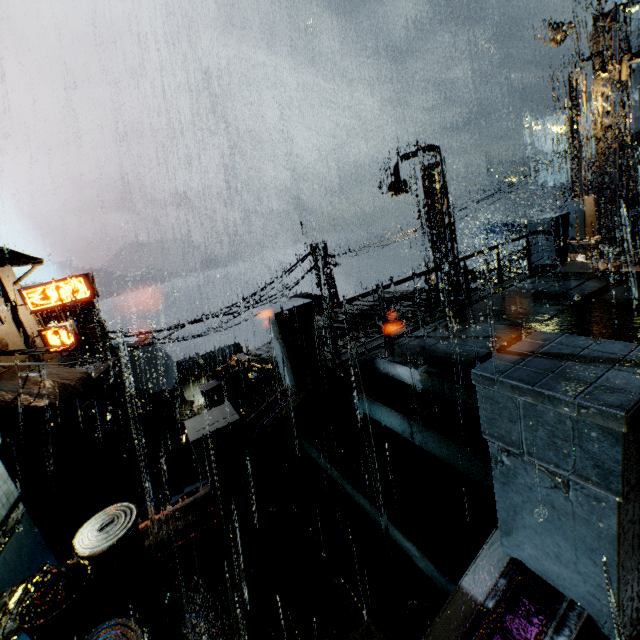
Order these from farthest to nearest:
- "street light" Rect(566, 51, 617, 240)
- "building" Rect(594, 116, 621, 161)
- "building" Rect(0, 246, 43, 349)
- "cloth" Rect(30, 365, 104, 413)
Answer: "building" Rect(0, 246, 43, 349) → "cloth" Rect(30, 365, 104, 413) → "building" Rect(594, 116, 621, 161) → "street light" Rect(566, 51, 617, 240)

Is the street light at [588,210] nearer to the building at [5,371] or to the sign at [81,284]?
the building at [5,371]

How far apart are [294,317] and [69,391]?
19.5 meters

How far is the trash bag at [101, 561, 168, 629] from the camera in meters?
3.9

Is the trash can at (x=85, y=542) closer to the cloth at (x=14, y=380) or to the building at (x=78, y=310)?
the building at (x=78, y=310)

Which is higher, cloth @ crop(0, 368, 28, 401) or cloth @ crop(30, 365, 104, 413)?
cloth @ crop(0, 368, 28, 401)

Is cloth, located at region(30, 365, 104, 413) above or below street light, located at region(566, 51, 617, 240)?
below

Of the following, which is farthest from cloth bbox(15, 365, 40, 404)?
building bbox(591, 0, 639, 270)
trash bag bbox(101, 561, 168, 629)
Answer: trash bag bbox(101, 561, 168, 629)
